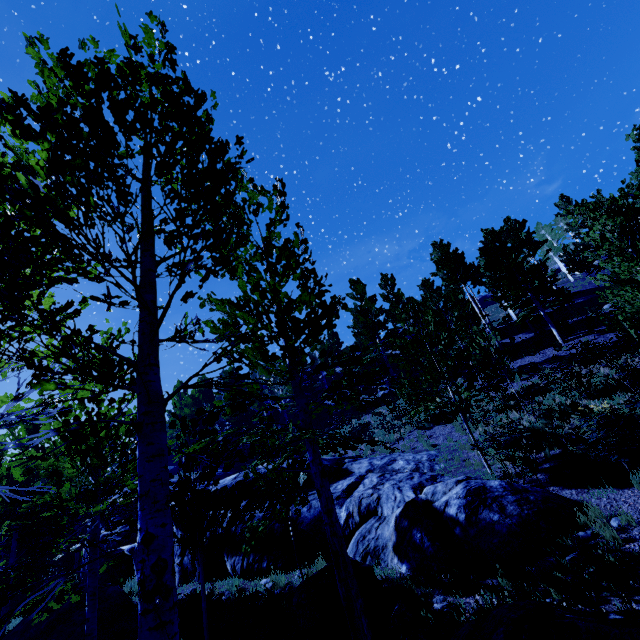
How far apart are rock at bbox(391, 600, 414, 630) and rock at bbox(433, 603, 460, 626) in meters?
0.3

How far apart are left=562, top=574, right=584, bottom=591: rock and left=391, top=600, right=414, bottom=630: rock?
2.5m

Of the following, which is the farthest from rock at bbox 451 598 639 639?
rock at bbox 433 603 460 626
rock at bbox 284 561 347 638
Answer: rock at bbox 284 561 347 638

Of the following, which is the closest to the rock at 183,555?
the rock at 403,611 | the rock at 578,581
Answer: the rock at 578,581

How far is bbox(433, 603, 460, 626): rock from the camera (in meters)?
5.30

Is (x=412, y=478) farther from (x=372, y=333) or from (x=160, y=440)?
(x=372, y=333)

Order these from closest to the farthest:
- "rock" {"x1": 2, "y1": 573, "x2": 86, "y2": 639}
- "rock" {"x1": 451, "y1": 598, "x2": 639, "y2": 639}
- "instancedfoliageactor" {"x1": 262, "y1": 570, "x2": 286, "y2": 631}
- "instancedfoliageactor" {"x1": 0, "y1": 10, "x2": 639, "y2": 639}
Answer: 1. "instancedfoliageactor" {"x1": 0, "y1": 10, "x2": 639, "y2": 639}
2. "rock" {"x1": 451, "y1": 598, "x2": 639, "y2": 639}
3. "instancedfoliageactor" {"x1": 262, "y1": 570, "x2": 286, "y2": 631}
4. "rock" {"x1": 2, "y1": 573, "x2": 86, "y2": 639}

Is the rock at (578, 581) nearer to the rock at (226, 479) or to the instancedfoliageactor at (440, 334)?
the rock at (226, 479)
